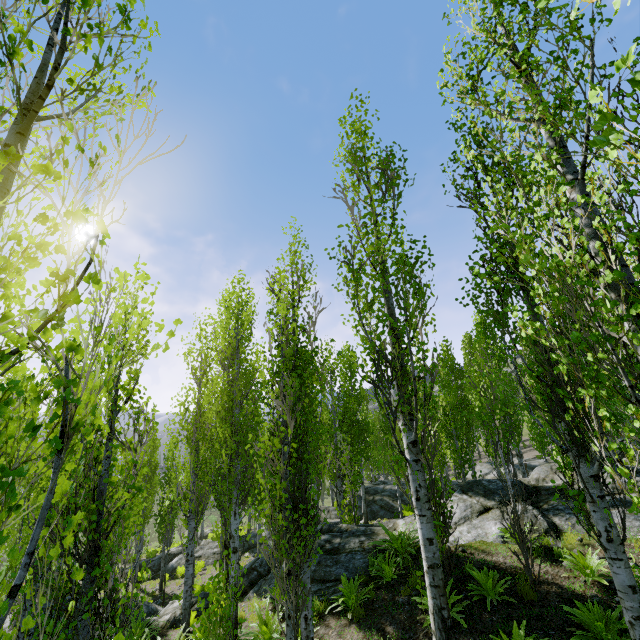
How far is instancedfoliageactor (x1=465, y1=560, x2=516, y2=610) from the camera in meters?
6.5

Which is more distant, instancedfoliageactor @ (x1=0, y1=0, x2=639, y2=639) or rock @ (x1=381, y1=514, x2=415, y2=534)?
rock @ (x1=381, y1=514, x2=415, y2=534)

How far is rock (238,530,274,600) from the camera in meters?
10.8

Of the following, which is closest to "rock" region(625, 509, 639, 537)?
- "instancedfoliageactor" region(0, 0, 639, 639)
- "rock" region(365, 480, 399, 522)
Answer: "instancedfoliageactor" region(0, 0, 639, 639)

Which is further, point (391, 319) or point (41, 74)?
point (391, 319)

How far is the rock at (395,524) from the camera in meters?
10.7

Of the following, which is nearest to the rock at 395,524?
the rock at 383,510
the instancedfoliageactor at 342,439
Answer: the instancedfoliageactor at 342,439
